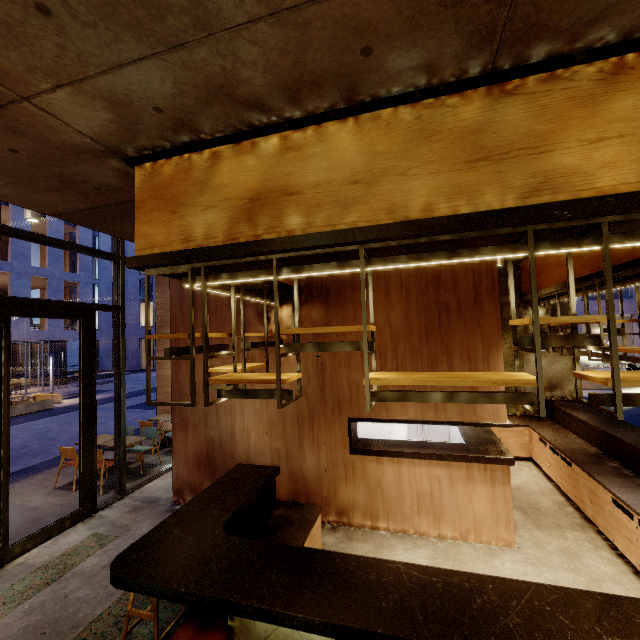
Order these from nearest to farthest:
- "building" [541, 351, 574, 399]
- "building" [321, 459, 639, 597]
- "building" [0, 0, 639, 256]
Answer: "building" [0, 0, 639, 256] < "building" [321, 459, 639, 597] < "building" [541, 351, 574, 399]

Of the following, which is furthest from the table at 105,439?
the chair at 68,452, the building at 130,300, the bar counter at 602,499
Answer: the building at 130,300

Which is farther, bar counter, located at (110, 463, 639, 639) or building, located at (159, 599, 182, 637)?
building, located at (159, 599, 182, 637)

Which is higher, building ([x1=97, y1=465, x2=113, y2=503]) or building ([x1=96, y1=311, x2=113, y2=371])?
building ([x1=96, y1=311, x2=113, y2=371])

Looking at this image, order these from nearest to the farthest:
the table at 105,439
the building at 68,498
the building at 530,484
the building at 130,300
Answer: the building at 530,484, the building at 68,498, the table at 105,439, the building at 130,300

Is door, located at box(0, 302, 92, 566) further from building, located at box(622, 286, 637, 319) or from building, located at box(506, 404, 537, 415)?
building, located at box(622, 286, 637, 319)

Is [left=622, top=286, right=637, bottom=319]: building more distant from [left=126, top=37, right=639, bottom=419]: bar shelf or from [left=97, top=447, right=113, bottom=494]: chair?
[left=97, top=447, right=113, bottom=494]: chair

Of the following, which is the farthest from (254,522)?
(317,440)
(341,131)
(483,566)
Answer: (341,131)
